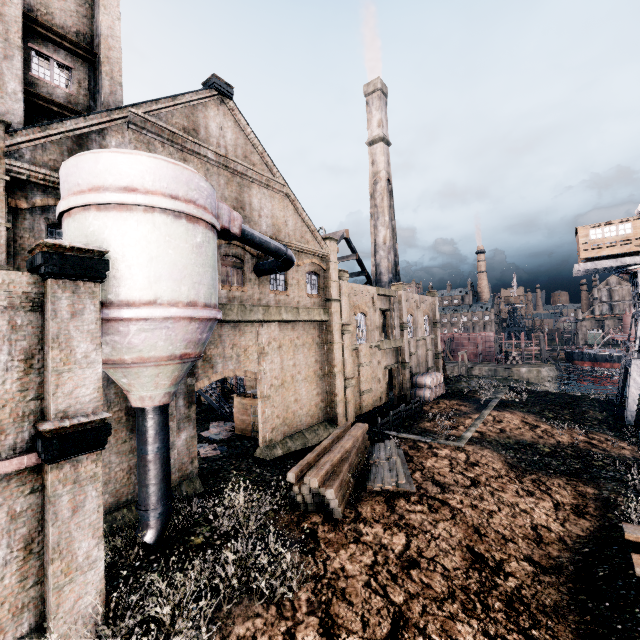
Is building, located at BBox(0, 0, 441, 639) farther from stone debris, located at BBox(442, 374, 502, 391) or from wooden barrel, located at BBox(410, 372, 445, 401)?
stone debris, located at BBox(442, 374, 502, 391)

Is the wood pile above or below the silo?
below

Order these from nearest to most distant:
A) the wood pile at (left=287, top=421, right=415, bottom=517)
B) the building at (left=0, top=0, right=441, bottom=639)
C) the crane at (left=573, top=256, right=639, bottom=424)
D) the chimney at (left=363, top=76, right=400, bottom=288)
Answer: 1. the building at (left=0, top=0, right=441, bottom=639)
2. the wood pile at (left=287, top=421, right=415, bottom=517)
3. the crane at (left=573, top=256, right=639, bottom=424)
4. the chimney at (left=363, top=76, right=400, bottom=288)

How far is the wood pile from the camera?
14.9m

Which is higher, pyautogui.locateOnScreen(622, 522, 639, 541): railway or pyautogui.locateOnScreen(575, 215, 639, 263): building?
pyautogui.locateOnScreen(575, 215, 639, 263): building

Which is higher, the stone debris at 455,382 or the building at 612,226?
the building at 612,226

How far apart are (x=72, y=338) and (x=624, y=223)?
41.08m

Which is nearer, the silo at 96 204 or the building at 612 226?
the silo at 96 204
